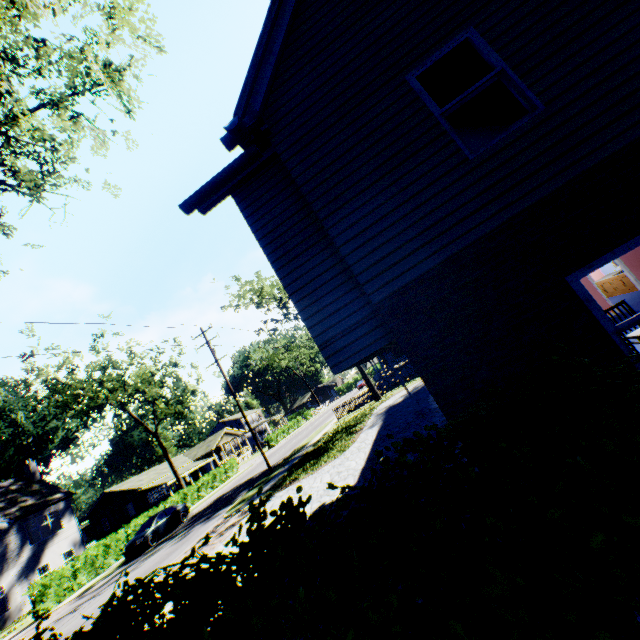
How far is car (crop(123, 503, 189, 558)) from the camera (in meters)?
20.72

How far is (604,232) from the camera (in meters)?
3.78

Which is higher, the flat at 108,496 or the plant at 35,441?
the plant at 35,441

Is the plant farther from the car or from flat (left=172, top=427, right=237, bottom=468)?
the car

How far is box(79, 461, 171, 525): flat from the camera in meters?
43.9 m

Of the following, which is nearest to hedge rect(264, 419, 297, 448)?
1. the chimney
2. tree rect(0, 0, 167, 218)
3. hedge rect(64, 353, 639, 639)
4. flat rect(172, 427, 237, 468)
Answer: flat rect(172, 427, 237, 468)

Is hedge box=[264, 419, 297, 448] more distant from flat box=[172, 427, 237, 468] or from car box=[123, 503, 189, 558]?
car box=[123, 503, 189, 558]

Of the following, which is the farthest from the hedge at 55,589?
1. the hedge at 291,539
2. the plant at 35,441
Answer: the plant at 35,441
